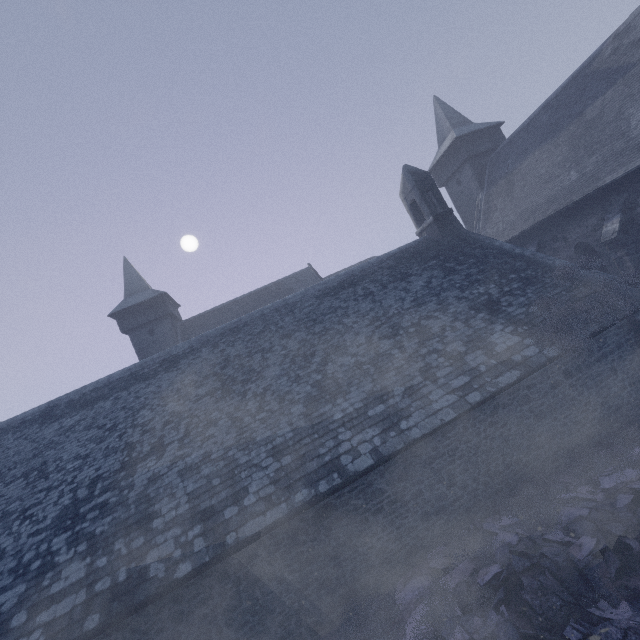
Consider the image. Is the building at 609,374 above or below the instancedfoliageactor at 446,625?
above

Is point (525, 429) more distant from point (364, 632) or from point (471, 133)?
point (471, 133)

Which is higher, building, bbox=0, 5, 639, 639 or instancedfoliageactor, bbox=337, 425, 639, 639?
building, bbox=0, 5, 639, 639

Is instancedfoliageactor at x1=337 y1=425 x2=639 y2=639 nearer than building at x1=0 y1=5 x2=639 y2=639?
Yes

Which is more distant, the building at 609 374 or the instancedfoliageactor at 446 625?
the building at 609 374
